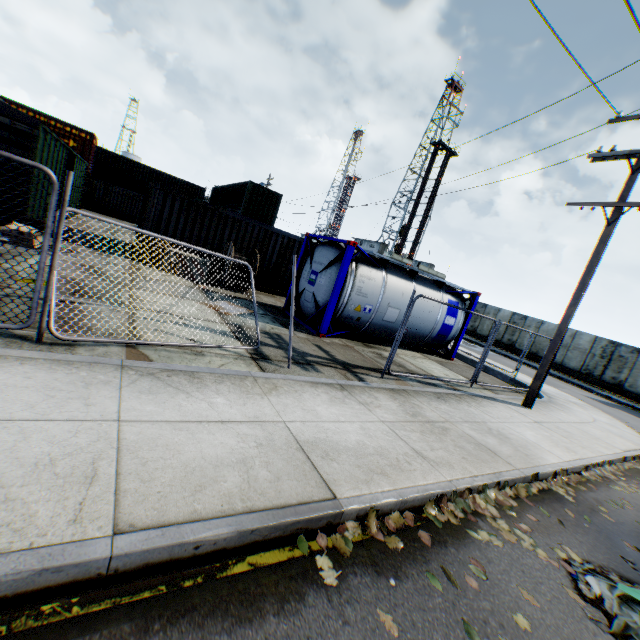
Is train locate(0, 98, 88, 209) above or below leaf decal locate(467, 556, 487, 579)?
above

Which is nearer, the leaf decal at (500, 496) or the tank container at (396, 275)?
the leaf decal at (500, 496)

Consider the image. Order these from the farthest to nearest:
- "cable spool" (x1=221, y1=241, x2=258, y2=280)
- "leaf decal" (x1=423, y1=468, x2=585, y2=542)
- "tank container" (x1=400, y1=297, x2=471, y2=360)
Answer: "cable spool" (x1=221, y1=241, x2=258, y2=280) → "tank container" (x1=400, y1=297, x2=471, y2=360) → "leaf decal" (x1=423, y1=468, x2=585, y2=542)

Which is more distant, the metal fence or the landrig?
the landrig

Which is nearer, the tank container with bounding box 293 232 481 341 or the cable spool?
the tank container with bounding box 293 232 481 341

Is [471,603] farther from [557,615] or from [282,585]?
[282,585]

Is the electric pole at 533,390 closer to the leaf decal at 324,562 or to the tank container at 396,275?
the tank container at 396,275

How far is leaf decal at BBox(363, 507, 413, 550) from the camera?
3.1 meters
